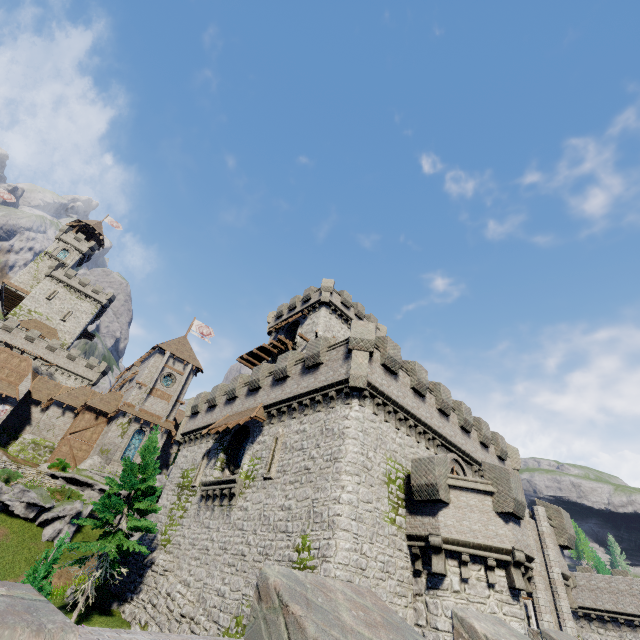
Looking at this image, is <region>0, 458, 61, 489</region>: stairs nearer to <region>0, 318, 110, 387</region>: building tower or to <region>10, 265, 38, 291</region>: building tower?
<region>0, 318, 110, 387</region>: building tower

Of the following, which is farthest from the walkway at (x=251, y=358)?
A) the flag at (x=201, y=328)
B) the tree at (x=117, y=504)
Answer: the flag at (x=201, y=328)

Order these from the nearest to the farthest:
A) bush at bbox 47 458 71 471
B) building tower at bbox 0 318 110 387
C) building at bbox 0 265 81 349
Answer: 1. bush at bbox 47 458 71 471
2. building tower at bbox 0 318 110 387
3. building at bbox 0 265 81 349

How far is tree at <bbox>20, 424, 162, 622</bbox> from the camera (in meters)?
11.35

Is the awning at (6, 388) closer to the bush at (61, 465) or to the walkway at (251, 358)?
the bush at (61, 465)

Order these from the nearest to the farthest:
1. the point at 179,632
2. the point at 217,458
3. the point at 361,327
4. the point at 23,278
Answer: the point at 179,632, the point at 361,327, the point at 217,458, the point at 23,278

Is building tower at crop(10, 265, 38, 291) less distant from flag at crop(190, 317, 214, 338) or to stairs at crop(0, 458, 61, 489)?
flag at crop(190, 317, 214, 338)

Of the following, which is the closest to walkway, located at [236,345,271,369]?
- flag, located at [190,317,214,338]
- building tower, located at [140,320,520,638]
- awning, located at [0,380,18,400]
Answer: building tower, located at [140,320,520,638]
